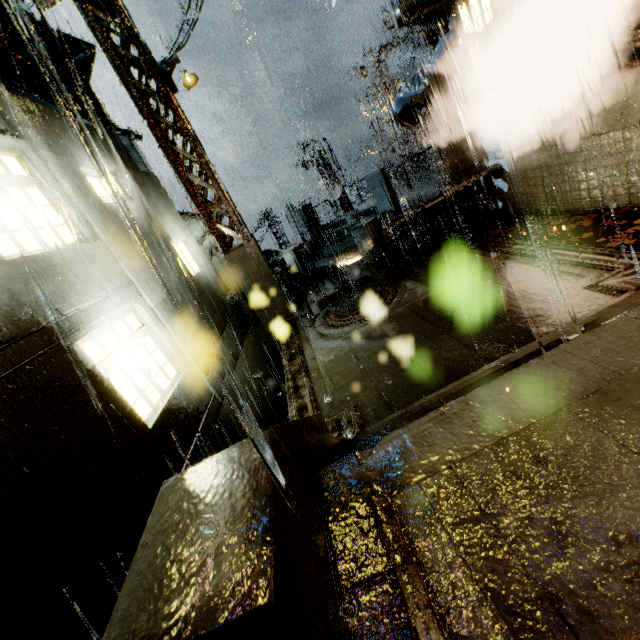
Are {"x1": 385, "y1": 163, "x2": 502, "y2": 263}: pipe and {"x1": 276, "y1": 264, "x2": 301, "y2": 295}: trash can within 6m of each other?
yes

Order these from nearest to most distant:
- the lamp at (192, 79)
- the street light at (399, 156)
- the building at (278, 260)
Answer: the lamp at (192, 79) → the building at (278, 260) → the street light at (399, 156)

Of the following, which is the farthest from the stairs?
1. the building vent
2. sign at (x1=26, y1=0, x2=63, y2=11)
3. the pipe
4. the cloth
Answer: the building vent

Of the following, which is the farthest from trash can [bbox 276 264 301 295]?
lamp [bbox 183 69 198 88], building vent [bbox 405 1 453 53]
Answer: building vent [bbox 405 1 453 53]

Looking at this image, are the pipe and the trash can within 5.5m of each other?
yes

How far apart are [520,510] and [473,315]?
5.18m

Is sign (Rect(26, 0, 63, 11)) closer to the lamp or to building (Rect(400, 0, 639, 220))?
building (Rect(400, 0, 639, 220))

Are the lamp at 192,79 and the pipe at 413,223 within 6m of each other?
no
